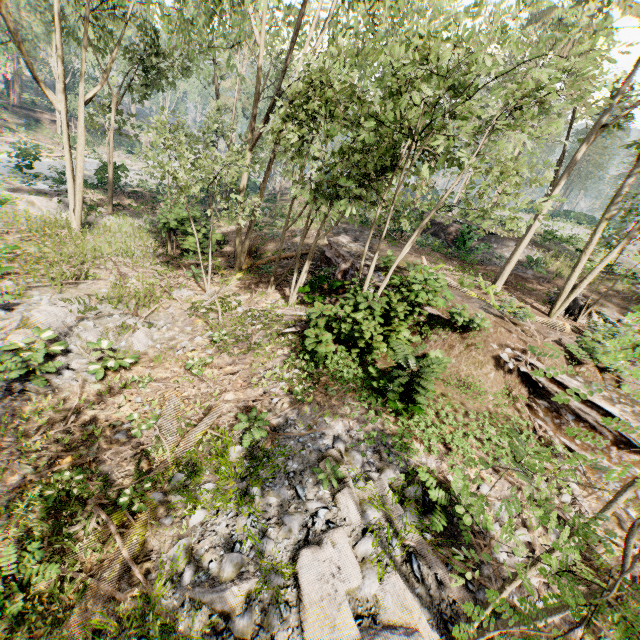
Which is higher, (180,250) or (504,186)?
(504,186)

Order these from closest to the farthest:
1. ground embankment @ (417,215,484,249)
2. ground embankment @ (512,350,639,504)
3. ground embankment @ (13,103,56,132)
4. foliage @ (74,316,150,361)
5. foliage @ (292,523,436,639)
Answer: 1. foliage @ (292,523,436,639)
2. ground embankment @ (512,350,639,504)
3. foliage @ (74,316,150,361)
4. ground embankment @ (417,215,484,249)
5. ground embankment @ (13,103,56,132)

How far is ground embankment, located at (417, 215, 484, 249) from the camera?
21.0m

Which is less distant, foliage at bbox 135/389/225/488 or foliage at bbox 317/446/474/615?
foliage at bbox 317/446/474/615

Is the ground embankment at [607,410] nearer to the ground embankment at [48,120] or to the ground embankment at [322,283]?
the ground embankment at [322,283]

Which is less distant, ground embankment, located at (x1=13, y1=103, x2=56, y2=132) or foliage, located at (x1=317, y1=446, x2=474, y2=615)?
foliage, located at (x1=317, y1=446, x2=474, y2=615)

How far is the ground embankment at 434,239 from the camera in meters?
21.0

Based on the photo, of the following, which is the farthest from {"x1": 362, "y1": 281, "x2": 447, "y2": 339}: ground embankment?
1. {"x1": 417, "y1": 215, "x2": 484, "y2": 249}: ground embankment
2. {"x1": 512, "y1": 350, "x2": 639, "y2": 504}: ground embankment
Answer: {"x1": 417, "y1": 215, "x2": 484, "y2": 249}: ground embankment
